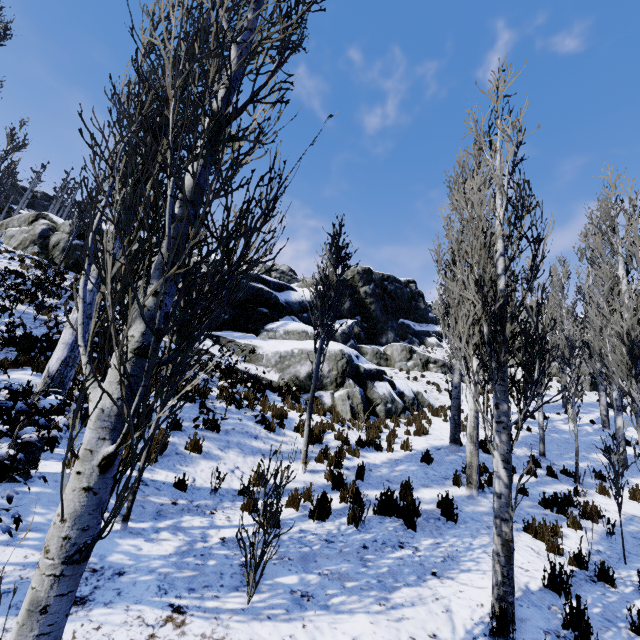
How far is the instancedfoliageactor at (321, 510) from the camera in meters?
5.4 m

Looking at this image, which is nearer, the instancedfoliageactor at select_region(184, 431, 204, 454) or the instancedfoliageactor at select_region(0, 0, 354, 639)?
the instancedfoliageactor at select_region(0, 0, 354, 639)

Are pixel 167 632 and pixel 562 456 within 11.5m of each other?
no

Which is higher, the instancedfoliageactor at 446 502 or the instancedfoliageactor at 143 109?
the instancedfoliageactor at 143 109

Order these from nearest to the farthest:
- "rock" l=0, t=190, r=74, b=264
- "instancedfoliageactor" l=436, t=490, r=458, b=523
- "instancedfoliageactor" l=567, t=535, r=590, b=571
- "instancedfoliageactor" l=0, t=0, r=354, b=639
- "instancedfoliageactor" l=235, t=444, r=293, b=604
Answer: "instancedfoliageactor" l=0, t=0, r=354, b=639 < "instancedfoliageactor" l=235, t=444, r=293, b=604 < "instancedfoliageactor" l=567, t=535, r=590, b=571 < "instancedfoliageactor" l=436, t=490, r=458, b=523 < "rock" l=0, t=190, r=74, b=264

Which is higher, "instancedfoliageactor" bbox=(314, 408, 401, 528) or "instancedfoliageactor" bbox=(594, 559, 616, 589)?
"instancedfoliageactor" bbox=(314, 408, 401, 528)
